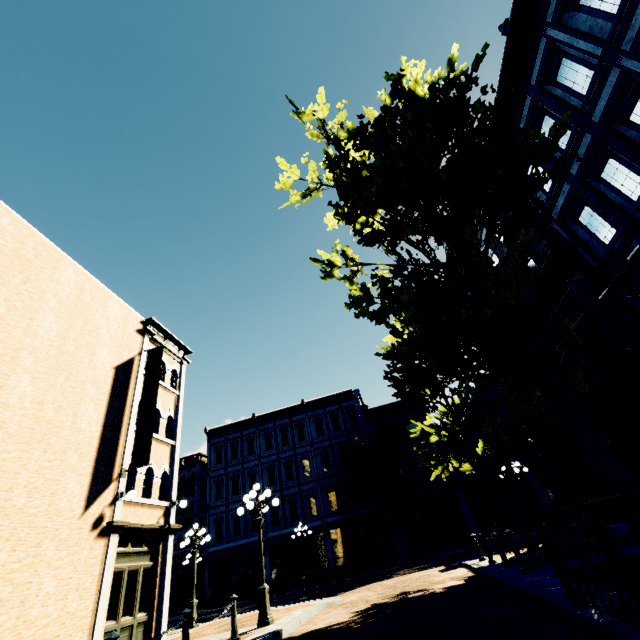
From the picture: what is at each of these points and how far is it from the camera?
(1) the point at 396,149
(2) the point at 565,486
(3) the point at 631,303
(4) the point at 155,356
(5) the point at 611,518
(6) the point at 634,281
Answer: (1) tree, 5.0m
(2) building, 15.7m
(3) building, 9.6m
(4) banner, 14.1m
(5) building, 13.1m
(6) building, 9.3m

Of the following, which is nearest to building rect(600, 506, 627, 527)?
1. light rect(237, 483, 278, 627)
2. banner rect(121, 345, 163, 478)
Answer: light rect(237, 483, 278, 627)

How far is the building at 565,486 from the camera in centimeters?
1389cm

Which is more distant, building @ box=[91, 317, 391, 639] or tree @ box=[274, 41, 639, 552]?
building @ box=[91, 317, 391, 639]

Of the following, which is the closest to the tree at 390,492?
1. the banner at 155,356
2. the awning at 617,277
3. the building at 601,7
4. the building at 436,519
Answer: the building at 436,519

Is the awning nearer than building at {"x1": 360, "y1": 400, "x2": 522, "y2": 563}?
Yes

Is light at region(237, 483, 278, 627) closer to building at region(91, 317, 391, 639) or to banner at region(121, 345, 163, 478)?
banner at region(121, 345, 163, 478)
